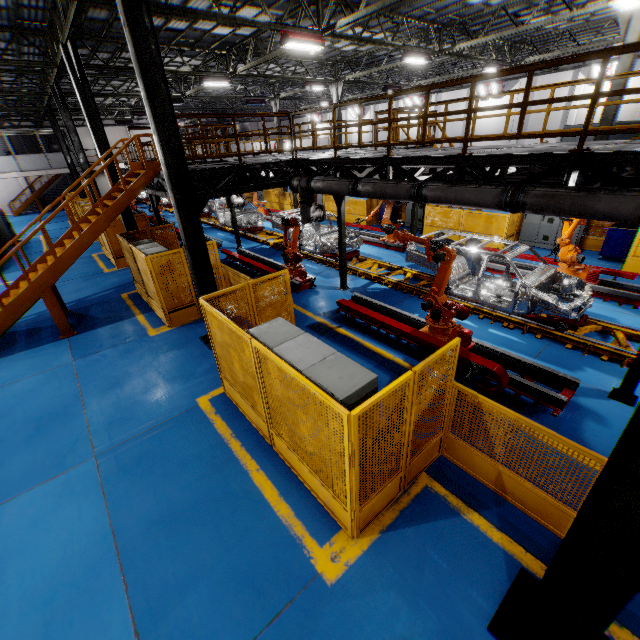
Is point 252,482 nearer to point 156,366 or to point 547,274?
point 156,366

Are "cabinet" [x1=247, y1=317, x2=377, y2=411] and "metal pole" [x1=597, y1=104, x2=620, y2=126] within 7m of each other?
no

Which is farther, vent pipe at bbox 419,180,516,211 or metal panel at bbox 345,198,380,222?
metal panel at bbox 345,198,380,222

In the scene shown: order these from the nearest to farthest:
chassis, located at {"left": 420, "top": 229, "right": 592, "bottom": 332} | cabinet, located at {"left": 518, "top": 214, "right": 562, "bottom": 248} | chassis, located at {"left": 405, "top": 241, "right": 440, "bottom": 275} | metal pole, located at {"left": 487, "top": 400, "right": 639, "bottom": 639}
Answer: metal pole, located at {"left": 487, "top": 400, "right": 639, "bottom": 639} → chassis, located at {"left": 420, "top": 229, "right": 592, "bottom": 332} → chassis, located at {"left": 405, "top": 241, "right": 440, "bottom": 275} → cabinet, located at {"left": 518, "top": 214, "right": 562, "bottom": 248}

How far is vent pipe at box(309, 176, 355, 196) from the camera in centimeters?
Result: 873cm

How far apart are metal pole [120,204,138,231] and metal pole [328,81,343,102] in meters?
14.6

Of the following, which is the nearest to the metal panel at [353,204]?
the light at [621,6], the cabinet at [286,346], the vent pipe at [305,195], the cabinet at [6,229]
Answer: the cabinet at [286,346]

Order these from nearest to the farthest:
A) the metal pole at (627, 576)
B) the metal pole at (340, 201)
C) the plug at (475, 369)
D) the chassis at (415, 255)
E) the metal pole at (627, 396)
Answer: the metal pole at (627, 576) → the metal pole at (627, 396) → the plug at (475, 369) → the chassis at (415, 255) → the metal pole at (340, 201)
